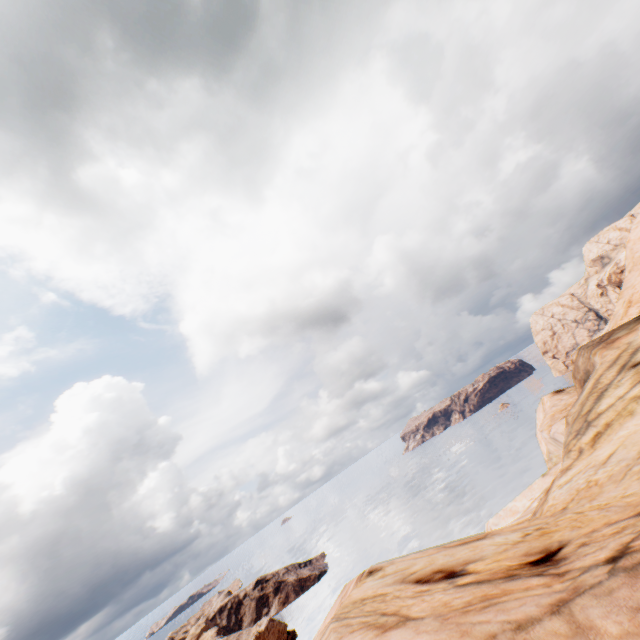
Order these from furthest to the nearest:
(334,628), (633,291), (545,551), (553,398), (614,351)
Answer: (553,398), (633,291), (614,351), (545,551), (334,628)
